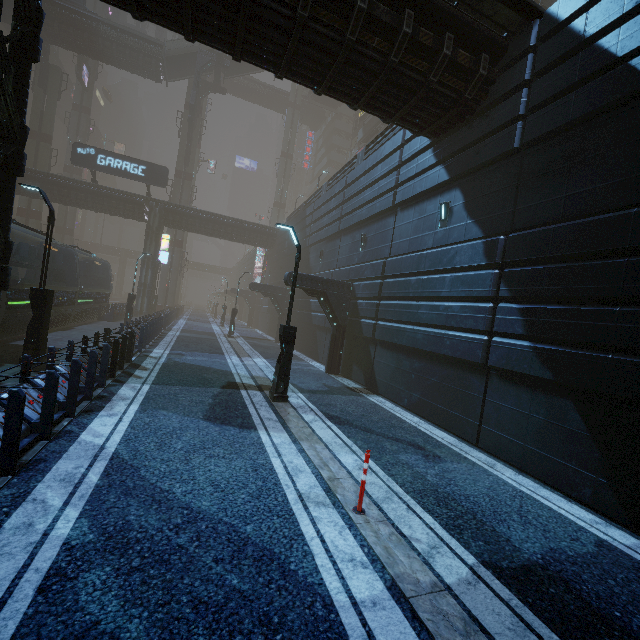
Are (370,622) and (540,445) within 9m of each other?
yes

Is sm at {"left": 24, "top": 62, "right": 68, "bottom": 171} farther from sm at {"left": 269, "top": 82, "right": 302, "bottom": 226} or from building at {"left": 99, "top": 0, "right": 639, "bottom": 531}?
sm at {"left": 269, "top": 82, "right": 302, "bottom": 226}

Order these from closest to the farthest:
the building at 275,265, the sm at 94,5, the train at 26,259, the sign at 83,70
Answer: the building at 275,265 < the train at 26,259 < the sign at 83,70 < the sm at 94,5

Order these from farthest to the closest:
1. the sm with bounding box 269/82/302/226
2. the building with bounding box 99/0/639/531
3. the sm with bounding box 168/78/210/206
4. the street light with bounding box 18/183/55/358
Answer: the sm with bounding box 269/82/302/226 < the sm with bounding box 168/78/210/206 < the street light with bounding box 18/183/55/358 < the building with bounding box 99/0/639/531

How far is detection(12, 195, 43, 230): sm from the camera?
37.0m

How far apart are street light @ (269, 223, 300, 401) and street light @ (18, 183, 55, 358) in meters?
7.2 m

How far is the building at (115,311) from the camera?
25.1m

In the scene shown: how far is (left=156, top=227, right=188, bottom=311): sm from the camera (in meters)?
42.50
